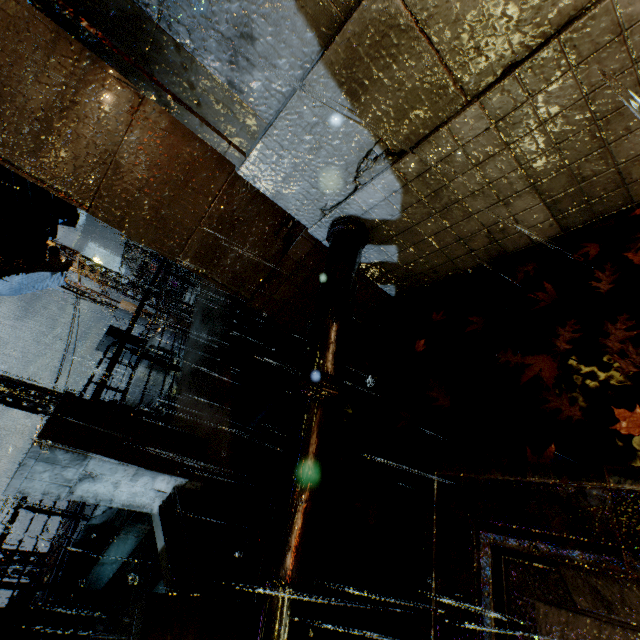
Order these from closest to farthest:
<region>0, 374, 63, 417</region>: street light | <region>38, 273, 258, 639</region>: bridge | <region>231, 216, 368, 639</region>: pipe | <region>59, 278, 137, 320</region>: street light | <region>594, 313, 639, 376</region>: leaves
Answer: <region>231, 216, 368, 639</region>: pipe < <region>594, 313, 639, 376</region>: leaves < <region>38, 273, 258, 639</region>: bridge < <region>0, 374, 63, 417</region>: street light < <region>59, 278, 137, 320</region>: street light

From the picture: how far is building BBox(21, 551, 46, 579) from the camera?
14.0 meters

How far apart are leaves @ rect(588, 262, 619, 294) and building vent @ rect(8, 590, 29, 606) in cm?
2278

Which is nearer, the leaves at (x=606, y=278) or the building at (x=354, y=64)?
the building at (x=354, y=64)

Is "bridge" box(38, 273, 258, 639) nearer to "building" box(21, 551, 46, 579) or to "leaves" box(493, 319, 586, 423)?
"building" box(21, 551, 46, 579)

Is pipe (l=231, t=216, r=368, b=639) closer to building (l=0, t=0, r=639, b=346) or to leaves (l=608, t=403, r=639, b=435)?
building (l=0, t=0, r=639, b=346)

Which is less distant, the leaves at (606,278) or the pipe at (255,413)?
the pipe at (255,413)

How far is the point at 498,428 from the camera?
3.2m
